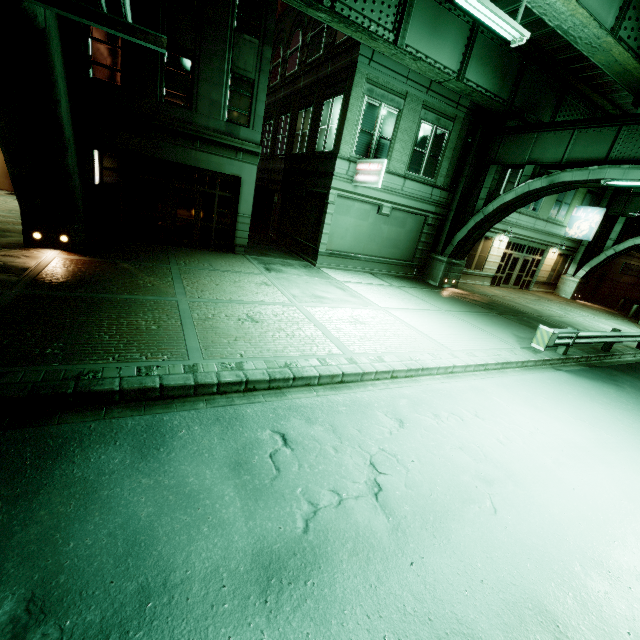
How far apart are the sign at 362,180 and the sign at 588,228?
19.8 meters

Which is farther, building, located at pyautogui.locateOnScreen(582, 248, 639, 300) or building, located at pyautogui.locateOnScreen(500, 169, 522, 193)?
building, located at pyautogui.locateOnScreen(582, 248, 639, 300)

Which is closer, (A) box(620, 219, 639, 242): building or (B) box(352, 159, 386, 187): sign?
(B) box(352, 159, 386, 187): sign

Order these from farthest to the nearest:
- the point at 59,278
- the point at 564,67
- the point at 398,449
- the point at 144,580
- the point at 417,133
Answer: the point at 417,133
the point at 564,67
the point at 59,278
the point at 398,449
the point at 144,580

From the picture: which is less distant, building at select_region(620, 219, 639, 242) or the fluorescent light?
the fluorescent light

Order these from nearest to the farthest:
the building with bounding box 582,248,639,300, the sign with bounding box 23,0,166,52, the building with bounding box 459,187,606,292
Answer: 1. the sign with bounding box 23,0,166,52
2. the building with bounding box 459,187,606,292
3. the building with bounding box 582,248,639,300

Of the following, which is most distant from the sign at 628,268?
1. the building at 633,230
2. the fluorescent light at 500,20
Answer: the fluorescent light at 500,20

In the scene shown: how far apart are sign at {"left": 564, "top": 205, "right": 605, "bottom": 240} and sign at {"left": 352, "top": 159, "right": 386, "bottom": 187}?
19.8m
